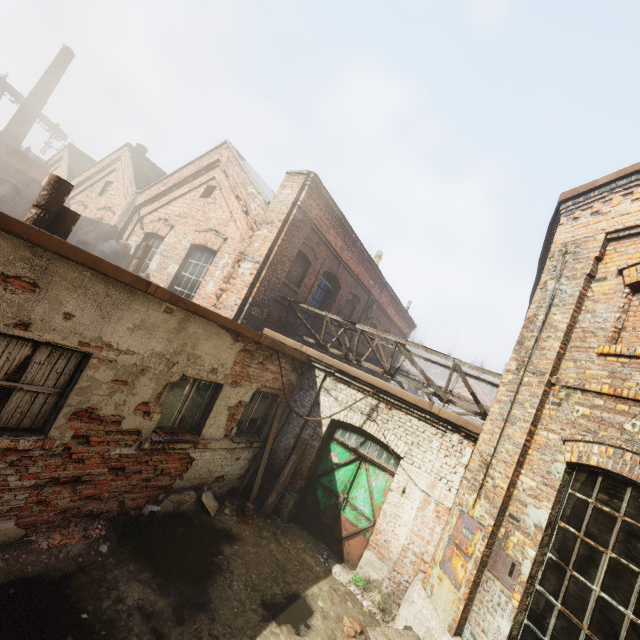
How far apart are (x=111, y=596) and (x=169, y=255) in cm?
978

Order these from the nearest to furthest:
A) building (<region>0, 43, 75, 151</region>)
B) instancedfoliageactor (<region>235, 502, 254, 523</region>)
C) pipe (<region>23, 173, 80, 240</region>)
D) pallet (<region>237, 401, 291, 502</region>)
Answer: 1. pipe (<region>23, 173, 80, 240</region>)
2. instancedfoliageactor (<region>235, 502, 254, 523</region>)
3. pallet (<region>237, 401, 291, 502</region>)
4. building (<region>0, 43, 75, 151</region>)

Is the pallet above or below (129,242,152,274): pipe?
below

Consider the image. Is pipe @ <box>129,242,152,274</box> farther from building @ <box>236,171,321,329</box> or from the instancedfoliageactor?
the instancedfoliageactor

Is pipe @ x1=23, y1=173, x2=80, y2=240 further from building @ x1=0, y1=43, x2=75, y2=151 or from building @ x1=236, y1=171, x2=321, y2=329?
building @ x1=0, y1=43, x2=75, y2=151

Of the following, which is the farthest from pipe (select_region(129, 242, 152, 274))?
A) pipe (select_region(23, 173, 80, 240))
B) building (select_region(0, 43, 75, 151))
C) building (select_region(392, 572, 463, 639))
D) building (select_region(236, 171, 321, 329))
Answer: building (select_region(0, 43, 75, 151))

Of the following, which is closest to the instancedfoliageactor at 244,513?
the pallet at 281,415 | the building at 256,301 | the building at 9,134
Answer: the pallet at 281,415

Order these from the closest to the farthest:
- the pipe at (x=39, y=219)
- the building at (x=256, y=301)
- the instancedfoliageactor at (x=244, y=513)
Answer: the pipe at (x=39, y=219), the instancedfoliageactor at (x=244, y=513), the building at (x=256, y=301)
